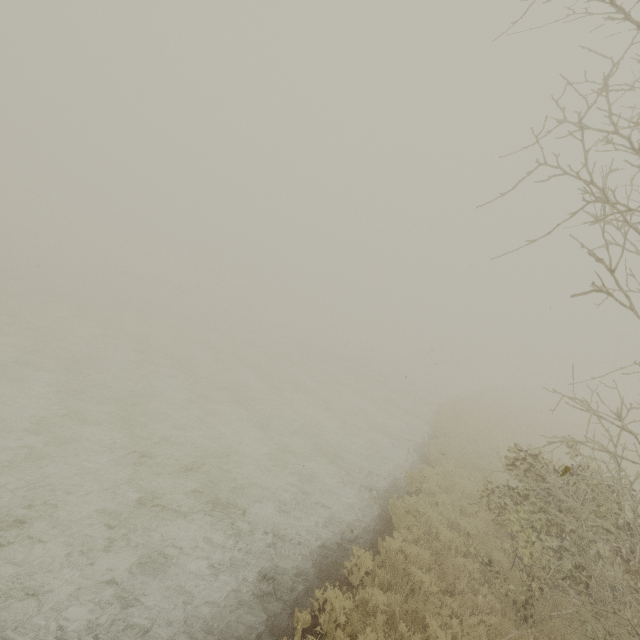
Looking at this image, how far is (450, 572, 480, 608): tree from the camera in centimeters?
665cm

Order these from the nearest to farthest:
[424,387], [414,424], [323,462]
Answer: [323,462] < [414,424] < [424,387]

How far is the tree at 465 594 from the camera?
6.7m
